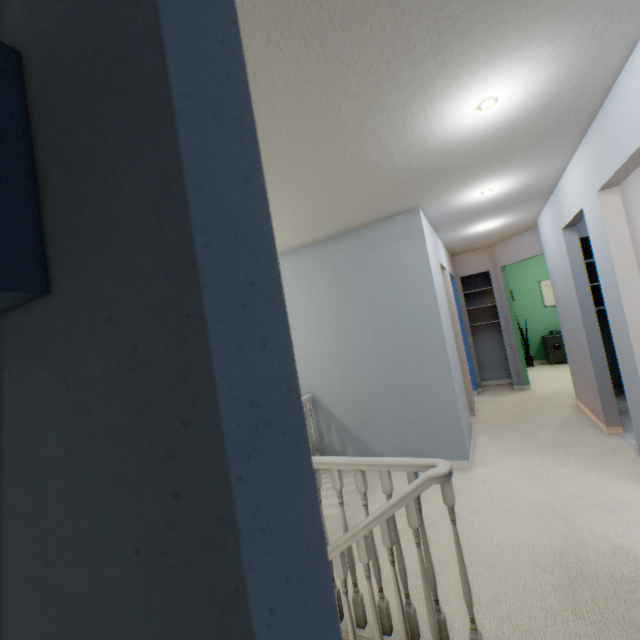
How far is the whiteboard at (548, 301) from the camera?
7.3m

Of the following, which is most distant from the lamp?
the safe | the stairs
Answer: the safe

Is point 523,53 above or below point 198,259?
above

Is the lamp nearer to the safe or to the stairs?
the stairs

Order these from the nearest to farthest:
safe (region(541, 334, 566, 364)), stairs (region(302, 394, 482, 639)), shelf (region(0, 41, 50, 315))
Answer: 1. shelf (region(0, 41, 50, 315))
2. stairs (region(302, 394, 482, 639))
3. safe (region(541, 334, 566, 364))

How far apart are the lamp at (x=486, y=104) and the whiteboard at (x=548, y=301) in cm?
698

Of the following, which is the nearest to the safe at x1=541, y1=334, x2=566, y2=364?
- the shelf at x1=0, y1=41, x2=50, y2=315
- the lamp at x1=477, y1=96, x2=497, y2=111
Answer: the lamp at x1=477, y1=96, x2=497, y2=111
